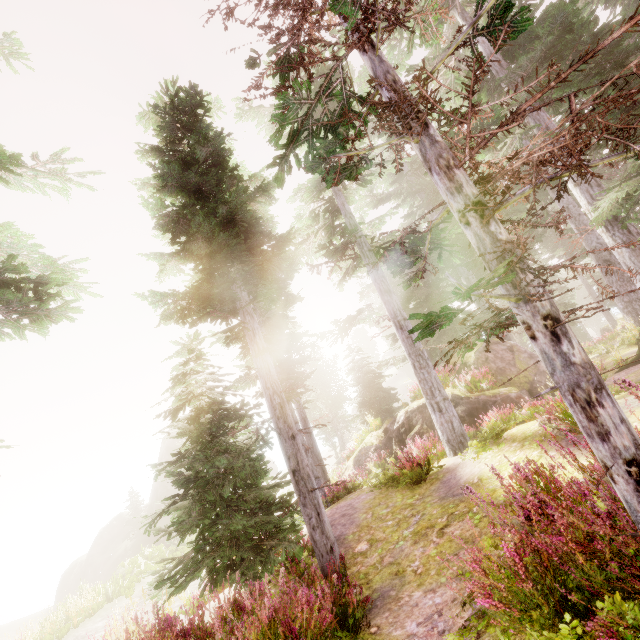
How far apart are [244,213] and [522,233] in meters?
7.3

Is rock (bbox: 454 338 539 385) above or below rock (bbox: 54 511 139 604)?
above

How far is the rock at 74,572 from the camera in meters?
32.6

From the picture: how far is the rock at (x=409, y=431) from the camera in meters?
14.8 m

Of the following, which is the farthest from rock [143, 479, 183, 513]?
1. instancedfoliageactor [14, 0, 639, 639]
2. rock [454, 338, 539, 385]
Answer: rock [454, 338, 539, 385]

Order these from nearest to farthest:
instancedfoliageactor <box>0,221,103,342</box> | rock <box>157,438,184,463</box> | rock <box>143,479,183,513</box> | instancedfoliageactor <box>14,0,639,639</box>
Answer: instancedfoliageactor <box>14,0,639,639</box>, instancedfoliageactor <box>0,221,103,342</box>, rock <box>143,479,183,513</box>, rock <box>157,438,184,463</box>

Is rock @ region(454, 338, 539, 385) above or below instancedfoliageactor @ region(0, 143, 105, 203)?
below

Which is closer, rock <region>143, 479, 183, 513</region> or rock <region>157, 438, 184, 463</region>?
rock <region>143, 479, 183, 513</region>
